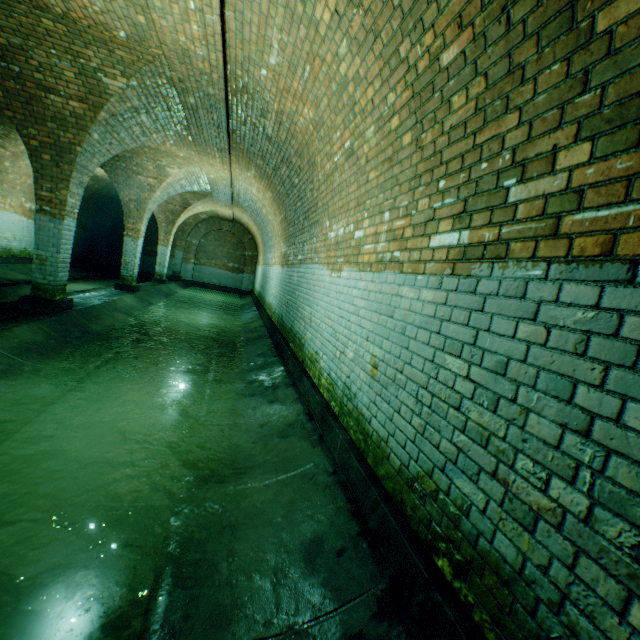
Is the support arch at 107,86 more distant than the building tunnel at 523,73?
Yes

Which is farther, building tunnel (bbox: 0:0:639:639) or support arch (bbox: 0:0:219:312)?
support arch (bbox: 0:0:219:312)

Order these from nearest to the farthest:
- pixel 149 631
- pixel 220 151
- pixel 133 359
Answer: pixel 149 631 → pixel 133 359 → pixel 220 151
